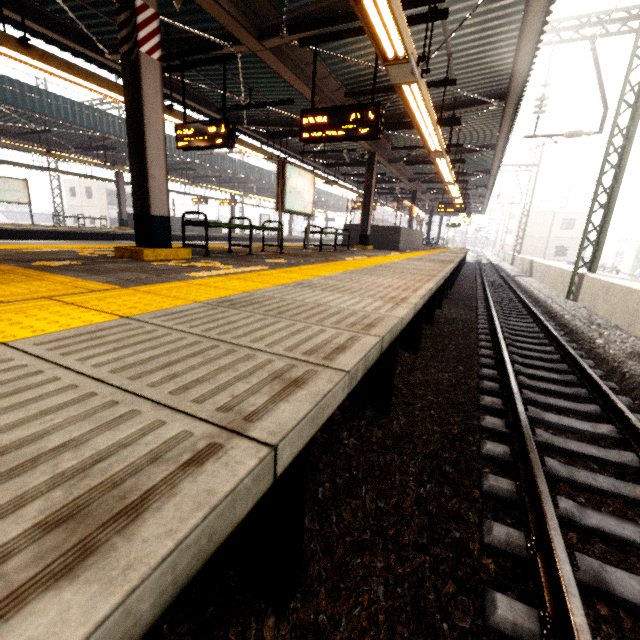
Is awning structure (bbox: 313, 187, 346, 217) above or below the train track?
above

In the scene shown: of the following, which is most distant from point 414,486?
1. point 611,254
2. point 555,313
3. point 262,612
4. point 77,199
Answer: point 611,254

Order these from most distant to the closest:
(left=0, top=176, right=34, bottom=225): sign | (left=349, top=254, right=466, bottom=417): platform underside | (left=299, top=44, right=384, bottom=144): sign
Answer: (left=0, top=176, right=34, bottom=225): sign → (left=299, top=44, right=384, bottom=144): sign → (left=349, top=254, right=466, bottom=417): platform underside

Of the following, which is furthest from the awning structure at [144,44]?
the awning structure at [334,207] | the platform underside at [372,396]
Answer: the awning structure at [334,207]

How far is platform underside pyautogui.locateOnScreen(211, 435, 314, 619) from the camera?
1.3 meters

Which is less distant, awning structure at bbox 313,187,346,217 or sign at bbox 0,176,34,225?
sign at bbox 0,176,34,225

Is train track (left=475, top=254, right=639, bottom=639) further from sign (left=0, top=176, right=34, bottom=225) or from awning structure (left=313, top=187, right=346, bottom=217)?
sign (left=0, top=176, right=34, bottom=225)

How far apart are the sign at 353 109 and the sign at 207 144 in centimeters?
168cm
